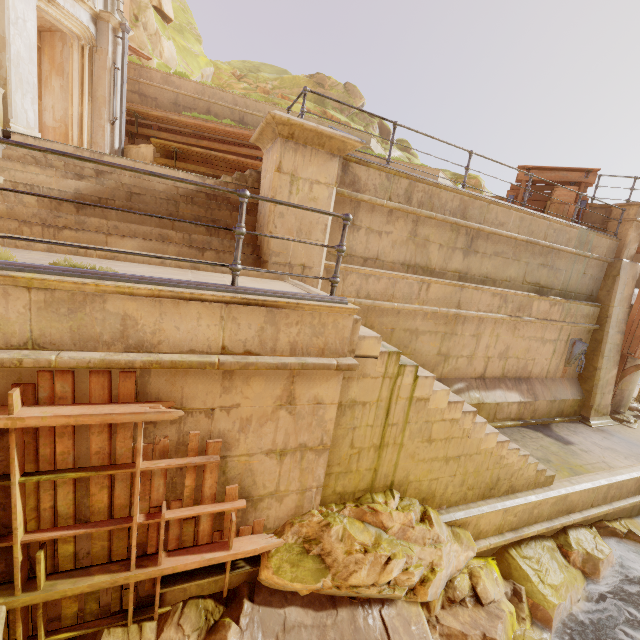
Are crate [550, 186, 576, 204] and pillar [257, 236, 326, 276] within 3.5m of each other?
no

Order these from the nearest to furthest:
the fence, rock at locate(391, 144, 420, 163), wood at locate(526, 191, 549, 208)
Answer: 1. the fence
2. wood at locate(526, 191, 549, 208)
3. rock at locate(391, 144, 420, 163)

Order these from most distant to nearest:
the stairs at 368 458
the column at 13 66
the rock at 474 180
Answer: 1. the rock at 474 180
2. the column at 13 66
3. the stairs at 368 458

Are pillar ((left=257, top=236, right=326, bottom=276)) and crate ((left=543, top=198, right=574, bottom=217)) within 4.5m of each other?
no

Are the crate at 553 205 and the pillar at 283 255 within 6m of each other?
no

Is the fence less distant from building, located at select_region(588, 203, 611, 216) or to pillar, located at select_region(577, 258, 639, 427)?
pillar, located at select_region(577, 258, 639, 427)

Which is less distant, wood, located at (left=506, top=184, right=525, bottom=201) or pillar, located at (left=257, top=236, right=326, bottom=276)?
pillar, located at (left=257, top=236, right=326, bottom=276)

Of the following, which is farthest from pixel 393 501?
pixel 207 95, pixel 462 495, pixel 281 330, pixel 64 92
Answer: pixel 207 95
